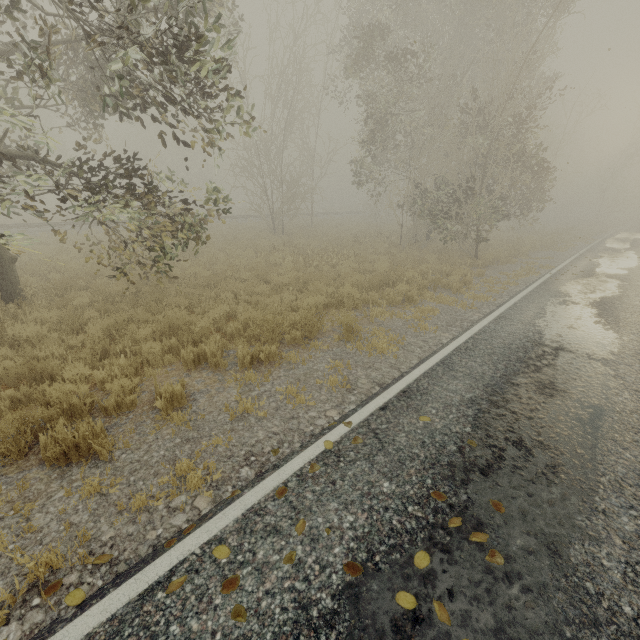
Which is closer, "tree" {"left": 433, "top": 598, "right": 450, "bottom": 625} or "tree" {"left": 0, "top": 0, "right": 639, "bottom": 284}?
"tree" {"left": 433, "top": 598, "right": 450, "bottom": 625}

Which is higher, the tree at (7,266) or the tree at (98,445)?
the tree at (7,266)

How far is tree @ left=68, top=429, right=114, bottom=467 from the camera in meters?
3.7 m

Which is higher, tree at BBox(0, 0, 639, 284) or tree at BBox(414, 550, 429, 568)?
tree at BBox(0, 0, 639, 284)

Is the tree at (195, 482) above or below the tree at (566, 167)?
below

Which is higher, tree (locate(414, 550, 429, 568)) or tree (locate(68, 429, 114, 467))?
tree (locate(414, 550, 429, 568))

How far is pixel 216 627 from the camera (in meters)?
2.19

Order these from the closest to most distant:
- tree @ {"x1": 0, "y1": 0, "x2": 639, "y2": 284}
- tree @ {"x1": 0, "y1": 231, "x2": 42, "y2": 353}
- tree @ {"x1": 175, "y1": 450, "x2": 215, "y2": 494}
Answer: tree @ {"x1": 175, "y1": 450, "x2": 215, "y2": 494}
tree @ {"x1": 0, "y1": 231, "x2": 42, "y2": 353}
tree @ {"x1": 0, "y1": 0, "x2": 639, "y2": 284}
